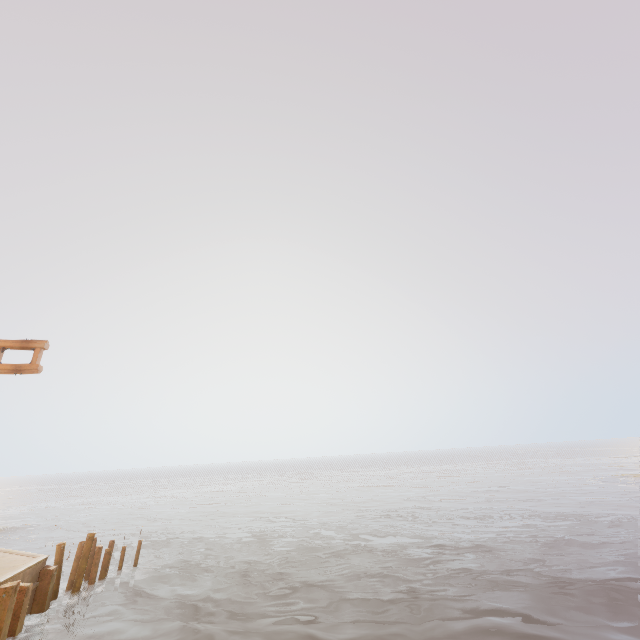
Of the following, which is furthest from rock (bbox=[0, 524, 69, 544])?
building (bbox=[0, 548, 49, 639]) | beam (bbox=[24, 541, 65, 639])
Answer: beam (bbox=[24, 541, 65, 639])

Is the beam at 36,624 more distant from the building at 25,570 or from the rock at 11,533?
the rock at 11,533

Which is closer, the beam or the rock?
the beam

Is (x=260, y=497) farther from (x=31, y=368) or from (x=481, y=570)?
(x=31, y=368)

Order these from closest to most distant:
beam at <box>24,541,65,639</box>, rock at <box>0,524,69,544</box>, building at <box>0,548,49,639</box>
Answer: building at <box>0,548,49,639</box>, beam at <box>24,541,65,639</box>, rock at <box>0,524,69,544</box>

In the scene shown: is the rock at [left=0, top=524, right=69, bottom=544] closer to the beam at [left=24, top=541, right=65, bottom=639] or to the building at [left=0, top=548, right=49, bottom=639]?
the building at [left=0, top=548, right=49, bottom=639]
